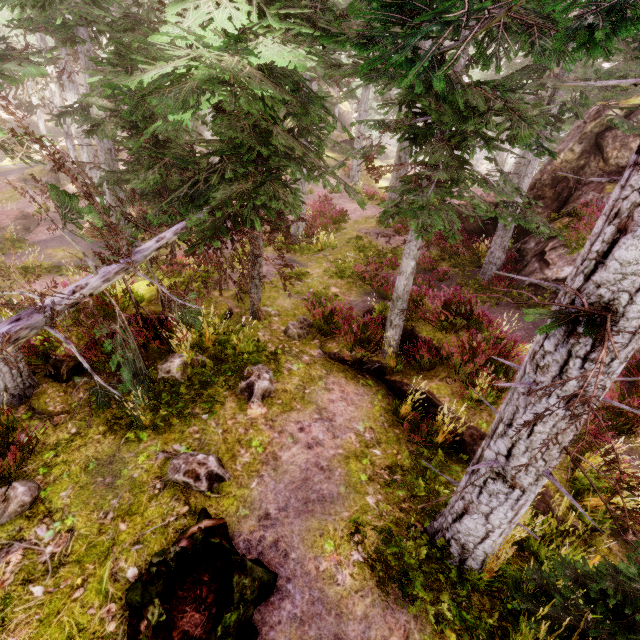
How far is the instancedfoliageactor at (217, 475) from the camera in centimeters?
473cm

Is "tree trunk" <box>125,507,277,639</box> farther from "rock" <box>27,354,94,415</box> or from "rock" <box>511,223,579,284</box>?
"rock" <box>511,223,579,284</box>

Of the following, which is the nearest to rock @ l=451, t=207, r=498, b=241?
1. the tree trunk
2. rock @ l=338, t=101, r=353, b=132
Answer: the tree trunk

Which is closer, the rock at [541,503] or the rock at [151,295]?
the rock at [541,503]

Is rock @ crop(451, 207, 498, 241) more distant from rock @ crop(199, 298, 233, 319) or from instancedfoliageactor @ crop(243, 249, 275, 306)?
rock @ crop(199, 298, 233, 319)

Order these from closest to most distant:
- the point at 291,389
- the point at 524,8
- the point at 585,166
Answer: the point at 524,8 < the point at 291,389 < the point at 585,166

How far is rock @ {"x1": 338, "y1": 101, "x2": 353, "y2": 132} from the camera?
43.8m

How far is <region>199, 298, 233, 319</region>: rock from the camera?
8.93m
